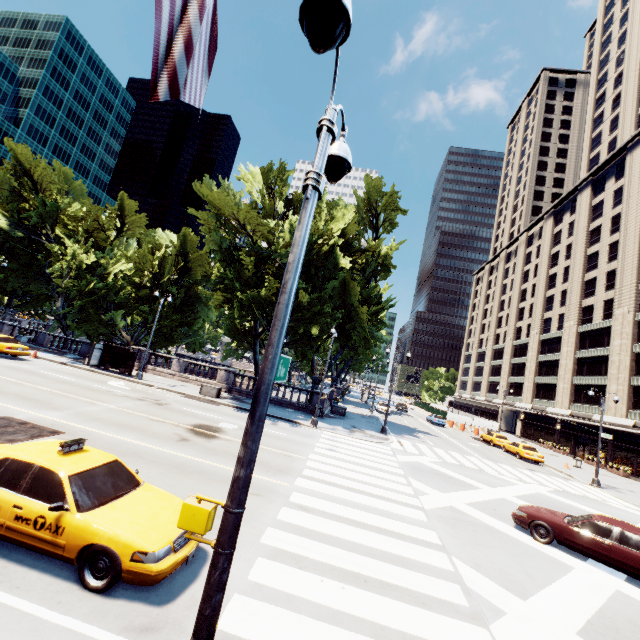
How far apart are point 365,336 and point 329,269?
7.7m

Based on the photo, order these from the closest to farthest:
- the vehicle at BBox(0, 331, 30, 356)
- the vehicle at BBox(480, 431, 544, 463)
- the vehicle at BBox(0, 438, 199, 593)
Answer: the vehicle at BBox(0, 438, 199, 593) < the vehicle at BBox(0, 331, 30, 356) < the vehicle at BBox(480, 431, 544, 463)

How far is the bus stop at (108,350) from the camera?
26.6m

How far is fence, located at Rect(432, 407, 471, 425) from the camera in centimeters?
5025cm

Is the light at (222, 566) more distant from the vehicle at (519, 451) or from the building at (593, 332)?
the building at (593, 332)

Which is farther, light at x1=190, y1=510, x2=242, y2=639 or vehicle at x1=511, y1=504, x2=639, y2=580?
vehicle at x1=511, y1=504, x2=639, y2=580

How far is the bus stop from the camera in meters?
26.6 m

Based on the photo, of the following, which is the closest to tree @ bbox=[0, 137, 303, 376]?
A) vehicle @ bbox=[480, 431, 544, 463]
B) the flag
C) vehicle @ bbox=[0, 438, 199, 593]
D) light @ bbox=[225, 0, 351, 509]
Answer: vehicle @ bbox=[0, 438, 199, 593]
